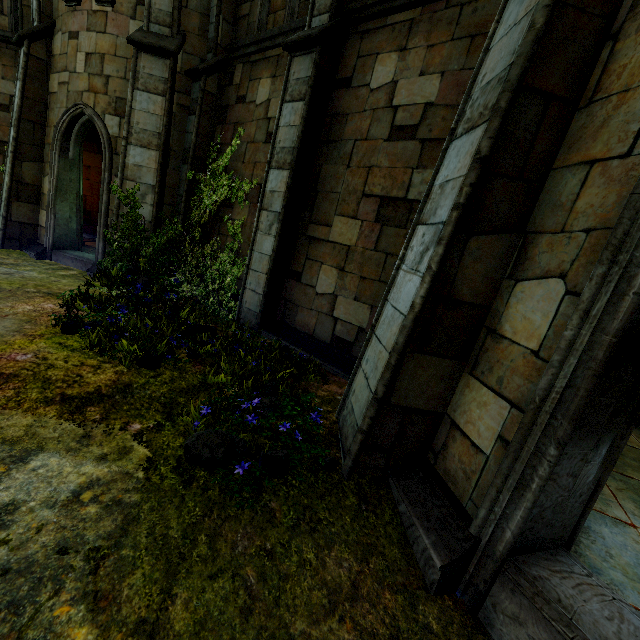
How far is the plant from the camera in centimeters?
283cm

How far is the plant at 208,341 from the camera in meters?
2.8

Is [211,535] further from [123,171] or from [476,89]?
[123,171]
